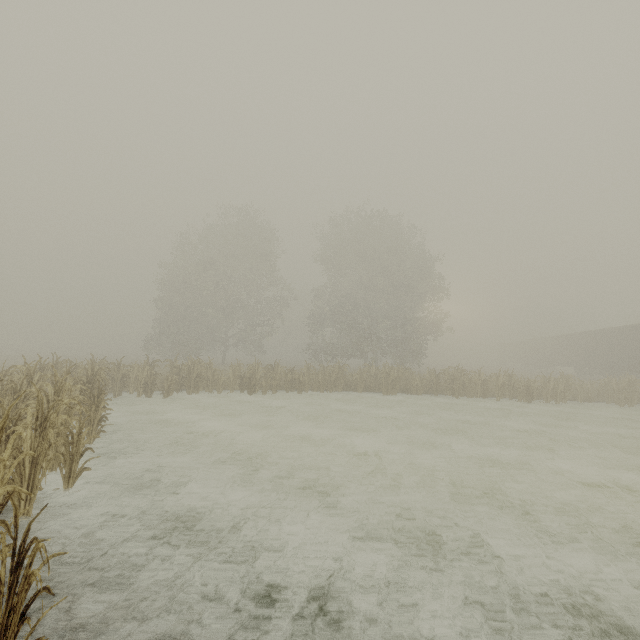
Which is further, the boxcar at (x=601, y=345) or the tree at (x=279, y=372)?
the boxcar at (x=601, y=345)

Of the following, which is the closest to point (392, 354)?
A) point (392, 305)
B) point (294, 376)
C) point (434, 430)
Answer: point (392, 305)

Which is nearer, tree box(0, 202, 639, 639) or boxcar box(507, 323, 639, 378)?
tree box(0, 202, 639, 639)
